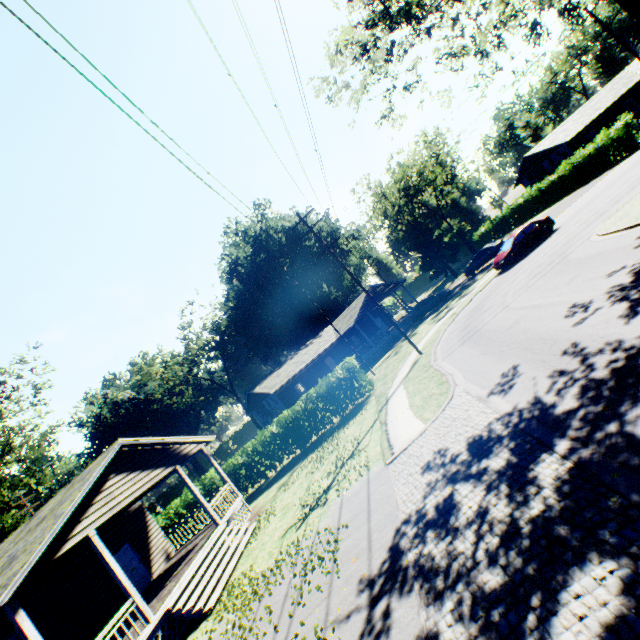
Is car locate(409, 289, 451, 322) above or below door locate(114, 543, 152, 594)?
below

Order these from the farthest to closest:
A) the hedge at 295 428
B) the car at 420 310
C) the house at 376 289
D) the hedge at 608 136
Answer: the house at 376 289, the car at 420 310, the hedge at 608 136, the hedge at 295 428

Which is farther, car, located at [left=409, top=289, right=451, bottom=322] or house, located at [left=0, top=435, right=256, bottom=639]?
car, located at [left=409, top=289, right=451, bottom=322]

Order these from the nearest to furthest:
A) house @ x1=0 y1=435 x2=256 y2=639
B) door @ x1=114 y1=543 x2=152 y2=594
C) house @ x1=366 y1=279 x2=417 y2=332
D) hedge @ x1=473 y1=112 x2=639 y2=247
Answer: house @ x1=0 y1=435 x2=256 y2=639 → door @ x1=114 y1=543 x2=152 y2=594 → hedge @ x1=473 y1=112 x2=639 y2=247 → house @ x1=366 y1=279 x2=417 y2=332

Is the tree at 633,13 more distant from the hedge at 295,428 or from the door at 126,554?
the door at 126,554

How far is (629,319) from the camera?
7.3 meters

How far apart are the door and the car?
28.7m

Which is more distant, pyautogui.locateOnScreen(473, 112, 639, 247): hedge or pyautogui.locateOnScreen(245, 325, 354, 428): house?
pyautogui.locateOnScreen(245, 325, 354, 428): house
